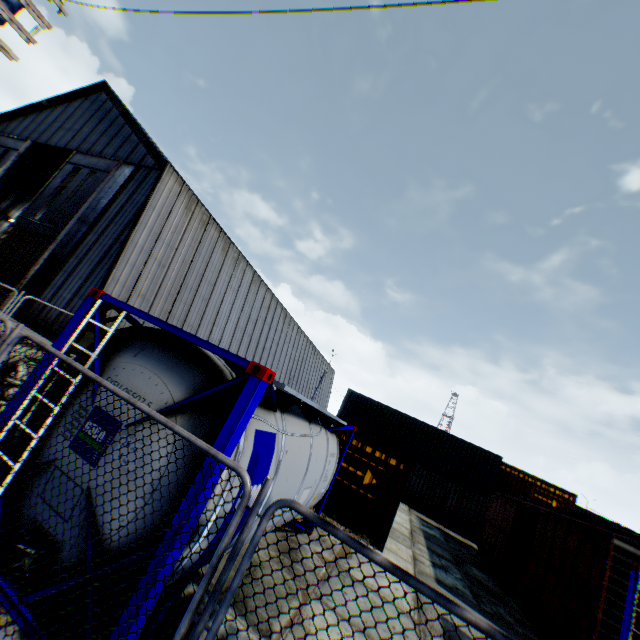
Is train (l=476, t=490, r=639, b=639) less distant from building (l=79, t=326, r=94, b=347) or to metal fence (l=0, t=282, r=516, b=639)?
metal fence (l=0, t=282, r=516, b=639)

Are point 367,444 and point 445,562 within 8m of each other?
yes

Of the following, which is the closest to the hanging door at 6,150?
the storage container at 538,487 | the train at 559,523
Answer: the storage container at 538,487

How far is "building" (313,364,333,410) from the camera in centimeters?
5184cm

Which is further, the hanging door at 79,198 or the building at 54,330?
the hanging door at 79,198

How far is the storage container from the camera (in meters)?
10.70

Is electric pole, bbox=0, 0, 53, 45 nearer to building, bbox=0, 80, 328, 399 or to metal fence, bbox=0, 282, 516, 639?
metal fence, bbox=0, 282, 516, 639

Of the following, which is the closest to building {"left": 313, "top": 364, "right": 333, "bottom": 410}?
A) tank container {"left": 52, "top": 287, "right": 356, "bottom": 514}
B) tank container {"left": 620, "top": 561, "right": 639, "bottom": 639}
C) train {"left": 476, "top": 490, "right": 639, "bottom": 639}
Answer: tank container {"left": 52, "top": 287, "right": 356, "bottom": 514}
